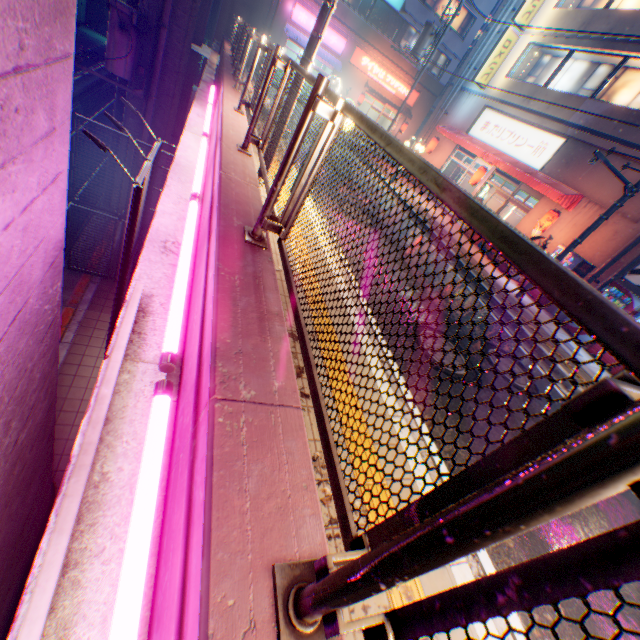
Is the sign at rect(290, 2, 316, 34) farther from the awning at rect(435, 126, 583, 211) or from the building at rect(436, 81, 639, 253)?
the awning at rect(435, 126, 583, 211)

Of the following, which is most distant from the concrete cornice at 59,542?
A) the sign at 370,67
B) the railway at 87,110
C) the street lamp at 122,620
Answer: the sign at 370,67

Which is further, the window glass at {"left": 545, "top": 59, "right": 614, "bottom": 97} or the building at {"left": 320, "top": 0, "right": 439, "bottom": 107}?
the building at {"left": 320, "top": 0, "right": 439, "bottom": 107}

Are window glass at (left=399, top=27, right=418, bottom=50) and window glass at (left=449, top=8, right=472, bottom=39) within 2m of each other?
yes

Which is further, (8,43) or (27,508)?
(27,508)

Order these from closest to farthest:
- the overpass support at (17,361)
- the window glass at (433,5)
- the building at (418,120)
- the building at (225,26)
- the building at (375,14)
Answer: the overpass support at (17,361) < the building at (418,120) < the building at (225,26) < the building at (375,14) < the window glass at (433,5)

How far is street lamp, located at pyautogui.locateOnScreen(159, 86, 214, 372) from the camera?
1.8 meters

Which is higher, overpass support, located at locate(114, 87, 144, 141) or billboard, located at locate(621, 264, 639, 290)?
billboard, located at locate(621, 264, 639, 290)
